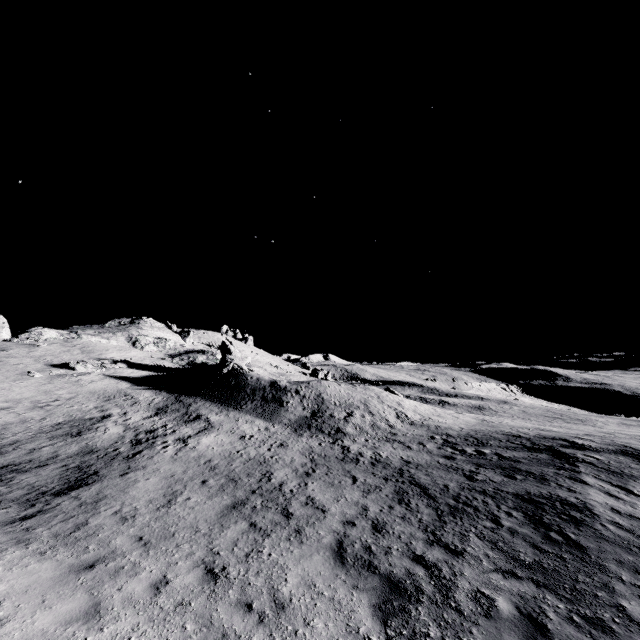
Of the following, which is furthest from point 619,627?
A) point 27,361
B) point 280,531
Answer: point 27,361
